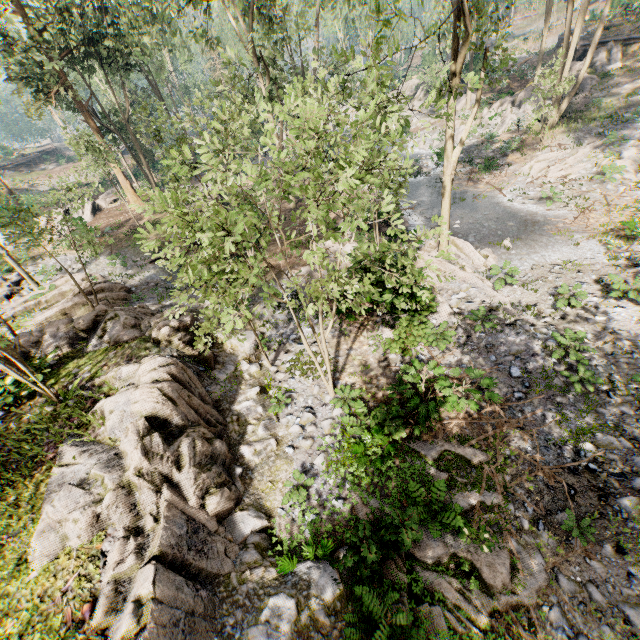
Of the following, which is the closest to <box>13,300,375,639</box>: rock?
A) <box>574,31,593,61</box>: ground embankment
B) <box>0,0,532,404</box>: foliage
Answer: <box>0,0,532,404</box>: foliage

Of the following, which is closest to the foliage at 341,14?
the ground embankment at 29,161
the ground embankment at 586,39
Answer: the ground embankment at 586,39

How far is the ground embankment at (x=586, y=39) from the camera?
30.6m

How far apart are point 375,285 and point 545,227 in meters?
9.9 m

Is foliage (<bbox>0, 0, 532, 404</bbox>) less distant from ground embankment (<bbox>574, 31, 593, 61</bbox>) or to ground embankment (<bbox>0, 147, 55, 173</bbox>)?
ground embankment (<bbox>574, 31, 593, 61</bbox>)

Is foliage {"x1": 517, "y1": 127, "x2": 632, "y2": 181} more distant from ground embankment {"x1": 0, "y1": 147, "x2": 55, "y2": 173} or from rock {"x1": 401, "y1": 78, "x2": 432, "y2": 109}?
ground embankment {"x1": 0, "y1": 147, "x2": 55, "y2": 173}
